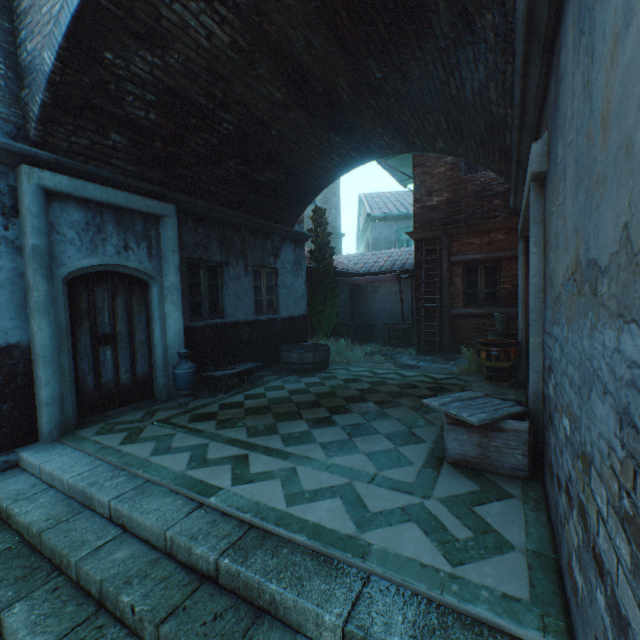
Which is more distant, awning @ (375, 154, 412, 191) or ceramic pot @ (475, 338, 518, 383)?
awning @ (375, 154, 412, 191)

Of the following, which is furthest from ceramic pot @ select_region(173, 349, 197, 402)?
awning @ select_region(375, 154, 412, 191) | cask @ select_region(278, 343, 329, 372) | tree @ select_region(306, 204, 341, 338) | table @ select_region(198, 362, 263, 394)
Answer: awning @ select_region(375, 154, 412, 191)

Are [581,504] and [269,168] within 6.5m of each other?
no

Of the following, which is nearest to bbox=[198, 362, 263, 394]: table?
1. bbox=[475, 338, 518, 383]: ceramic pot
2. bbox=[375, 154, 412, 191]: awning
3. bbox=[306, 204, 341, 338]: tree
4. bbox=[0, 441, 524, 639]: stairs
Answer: bbox=[0, 441, 524, 639]: stairs

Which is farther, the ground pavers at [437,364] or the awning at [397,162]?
the awning at [397,162]

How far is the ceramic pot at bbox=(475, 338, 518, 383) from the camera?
6.3m

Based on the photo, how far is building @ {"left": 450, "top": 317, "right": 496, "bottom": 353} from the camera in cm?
973

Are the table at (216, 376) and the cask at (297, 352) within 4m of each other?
yes
